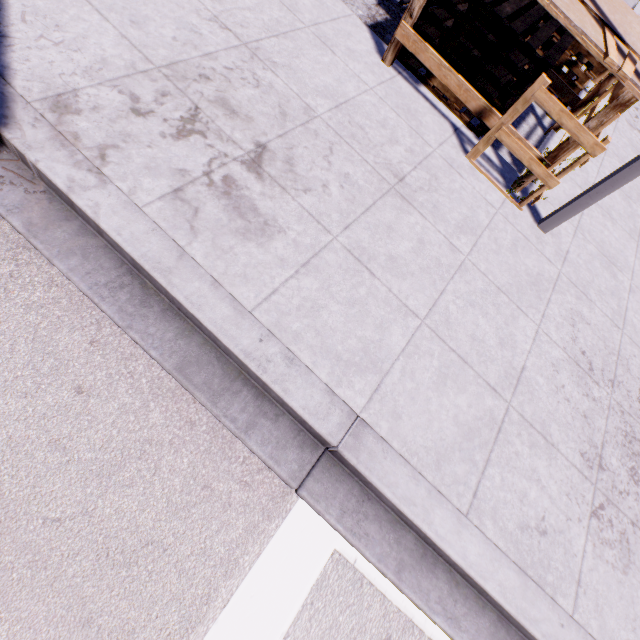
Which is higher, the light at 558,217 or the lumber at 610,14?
the lumber at 610,14

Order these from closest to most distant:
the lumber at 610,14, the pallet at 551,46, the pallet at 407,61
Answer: the lumber at 610,14 → the pallet at 551,46 → the pallet at 407,61

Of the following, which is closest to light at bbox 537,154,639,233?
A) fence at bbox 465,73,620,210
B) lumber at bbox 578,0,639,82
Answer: fence at bbox 465,73,620,210

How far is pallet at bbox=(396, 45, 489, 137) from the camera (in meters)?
4.94

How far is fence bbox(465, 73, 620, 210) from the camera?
3.8 meters

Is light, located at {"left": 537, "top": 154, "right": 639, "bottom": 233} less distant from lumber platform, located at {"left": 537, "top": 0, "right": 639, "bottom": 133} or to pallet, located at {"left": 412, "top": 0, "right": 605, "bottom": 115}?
lumber platform, located at {"left": 537, "top": 0, "right": 639, "bottom": 133}

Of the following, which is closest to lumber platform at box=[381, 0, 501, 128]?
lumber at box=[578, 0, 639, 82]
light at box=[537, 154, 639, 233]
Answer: lumber at box=[578, 0, 639, 82]

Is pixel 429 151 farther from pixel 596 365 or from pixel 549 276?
pixel 596 365
